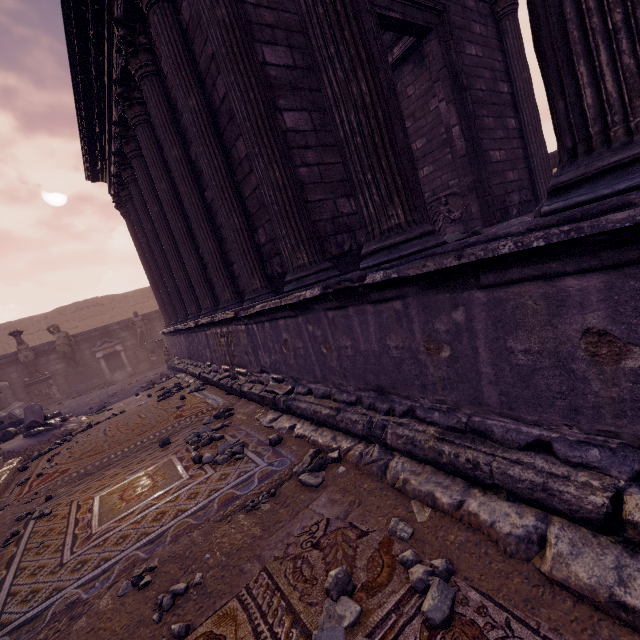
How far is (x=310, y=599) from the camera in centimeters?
174cm

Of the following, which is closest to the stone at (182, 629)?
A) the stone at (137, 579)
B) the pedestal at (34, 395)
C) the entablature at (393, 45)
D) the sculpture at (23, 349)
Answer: the stone at (137, 579)

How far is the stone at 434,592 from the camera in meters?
1.5 m

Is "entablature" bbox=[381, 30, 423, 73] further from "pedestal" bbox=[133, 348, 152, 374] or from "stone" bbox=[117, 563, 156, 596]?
"pedestal" bbox=[133, 348, 152, 374]

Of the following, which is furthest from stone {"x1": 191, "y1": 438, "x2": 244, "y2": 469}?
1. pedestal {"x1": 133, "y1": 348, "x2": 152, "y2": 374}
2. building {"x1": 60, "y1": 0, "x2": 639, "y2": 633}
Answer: pedestal {"x1": 133, "y1": 348, "x2": 152, "y2": 374}

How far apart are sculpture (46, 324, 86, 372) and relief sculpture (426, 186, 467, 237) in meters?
15.3

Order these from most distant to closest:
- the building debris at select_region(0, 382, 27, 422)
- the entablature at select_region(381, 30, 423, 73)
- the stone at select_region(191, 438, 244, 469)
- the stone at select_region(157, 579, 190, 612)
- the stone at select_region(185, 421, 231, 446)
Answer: the building debris at select_region(0, 382, 27, 422), the entablature at select_region(381, 30, 423, 73), the stone at select_region(185, 421, 231, 446), the stone at select_region(191, 438, 244, 469), the stone at select_region(157, 579, 190, 612)

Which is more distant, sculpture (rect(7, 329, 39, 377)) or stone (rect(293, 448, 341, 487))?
sculpture (rect(7, 329, 39, 377))
